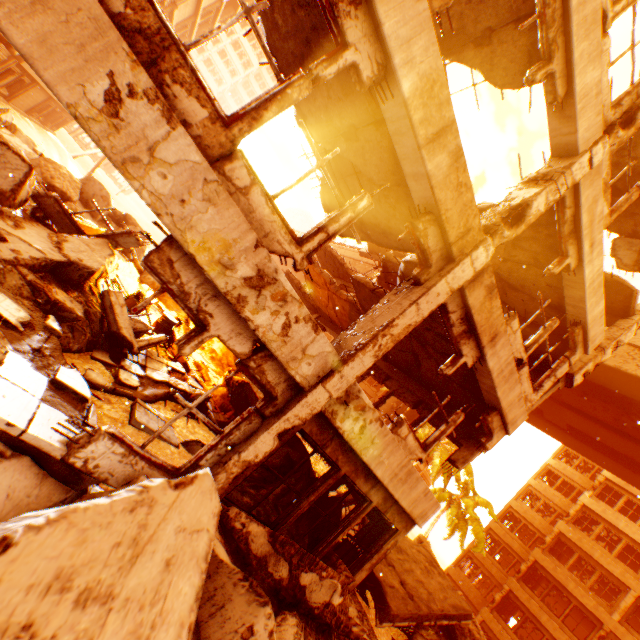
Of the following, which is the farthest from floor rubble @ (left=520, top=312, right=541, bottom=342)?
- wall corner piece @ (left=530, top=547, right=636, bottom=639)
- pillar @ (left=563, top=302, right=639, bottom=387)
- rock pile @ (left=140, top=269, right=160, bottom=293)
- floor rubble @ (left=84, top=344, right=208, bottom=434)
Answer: wall corner piece @ (left=530, top=547, right=636, bottom=639)

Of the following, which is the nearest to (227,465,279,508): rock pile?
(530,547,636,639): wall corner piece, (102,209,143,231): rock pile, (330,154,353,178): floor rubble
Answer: (330,154,353,178): floor rubble

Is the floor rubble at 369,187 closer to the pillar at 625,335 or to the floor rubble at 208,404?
the pillar at 625,335

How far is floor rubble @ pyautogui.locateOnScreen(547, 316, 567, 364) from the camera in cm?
841

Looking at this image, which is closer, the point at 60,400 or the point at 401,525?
the point at 60,400

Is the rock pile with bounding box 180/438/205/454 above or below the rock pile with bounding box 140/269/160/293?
above

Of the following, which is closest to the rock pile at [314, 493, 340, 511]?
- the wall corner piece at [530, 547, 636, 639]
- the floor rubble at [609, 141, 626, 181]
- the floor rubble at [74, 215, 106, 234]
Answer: the floor rubble at [74, 215, 106, 234]

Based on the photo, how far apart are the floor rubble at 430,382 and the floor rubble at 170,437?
5.4m
